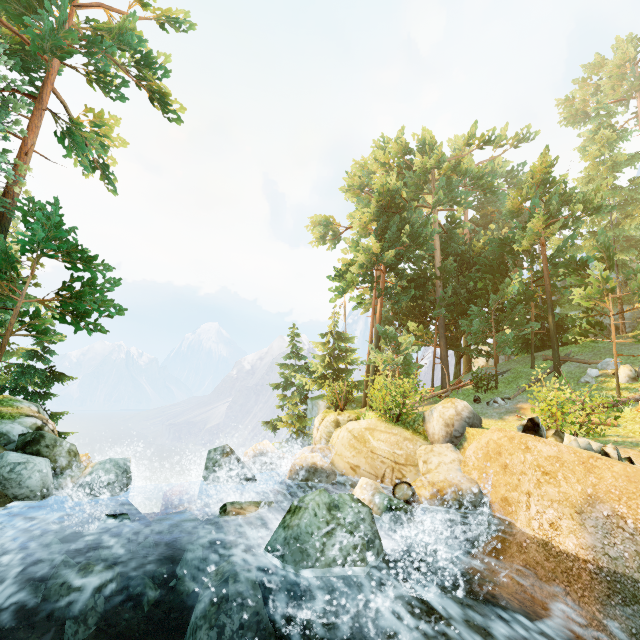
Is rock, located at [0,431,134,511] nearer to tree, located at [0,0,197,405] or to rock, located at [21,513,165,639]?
rock, located at [21,513,165,639]

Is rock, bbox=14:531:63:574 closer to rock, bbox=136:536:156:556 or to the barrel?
rock, bbox=136:536:156:556

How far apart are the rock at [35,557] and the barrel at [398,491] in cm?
797

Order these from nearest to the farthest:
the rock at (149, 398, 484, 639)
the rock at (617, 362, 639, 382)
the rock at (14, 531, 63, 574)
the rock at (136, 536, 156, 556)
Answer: the rock at (149, 398, 484, 639), the rock at (14, 531, 63, 574), the rock at (136, 536, 156, 556), the rock at (617, 362, 639, 382)

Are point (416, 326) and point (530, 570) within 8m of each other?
no

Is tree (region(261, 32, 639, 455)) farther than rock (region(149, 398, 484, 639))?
Yes

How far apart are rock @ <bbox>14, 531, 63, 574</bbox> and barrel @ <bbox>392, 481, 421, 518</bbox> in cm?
797

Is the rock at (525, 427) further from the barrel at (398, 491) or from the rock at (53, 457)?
the rock at (53, 457)
